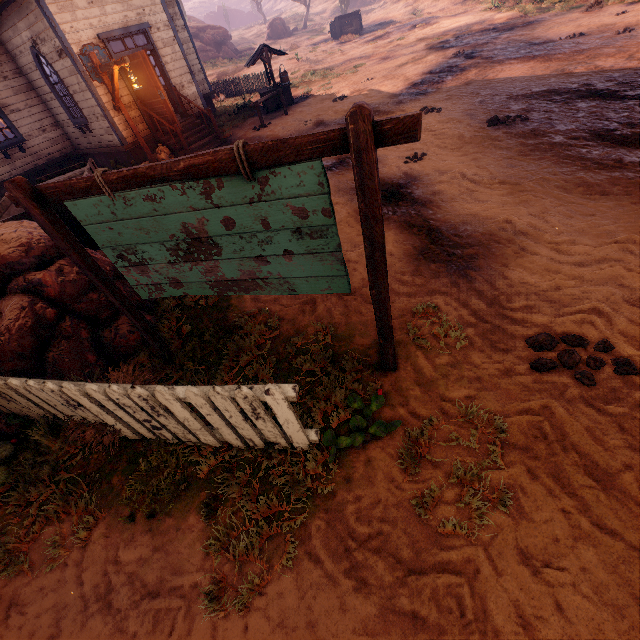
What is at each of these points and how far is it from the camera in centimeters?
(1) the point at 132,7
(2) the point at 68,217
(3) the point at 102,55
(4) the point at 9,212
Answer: (1) building, 1047cm
(2) carraige, 534cm
(3) sign, 1012cm
(4) carraige, 594cm

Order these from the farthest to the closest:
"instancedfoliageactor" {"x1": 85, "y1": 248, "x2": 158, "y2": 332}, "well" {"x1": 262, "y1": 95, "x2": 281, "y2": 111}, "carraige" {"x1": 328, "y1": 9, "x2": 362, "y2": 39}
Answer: "carraige" {"x1": 328, "y1": 9, "x2": 362, "y2": 39} < "well" {"x1": 262, "y1": 95, "x2": 281, "y2": 111} < "instancedfoliageactor" {"x1": 85, "y1": 248, "x2": 158, "y2": 332}

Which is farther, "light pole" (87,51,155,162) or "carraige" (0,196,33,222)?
"light pole" (87,51,155,162)

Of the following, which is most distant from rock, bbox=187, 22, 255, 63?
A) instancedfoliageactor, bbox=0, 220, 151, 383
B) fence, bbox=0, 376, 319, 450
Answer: fence, bbox=0, 376, 319, 450

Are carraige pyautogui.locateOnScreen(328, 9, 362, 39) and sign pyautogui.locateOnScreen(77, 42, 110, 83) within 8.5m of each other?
no

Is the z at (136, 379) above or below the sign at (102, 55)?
below

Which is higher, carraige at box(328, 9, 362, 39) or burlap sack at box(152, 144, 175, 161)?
carraige at box(328, 9, 362, 39)

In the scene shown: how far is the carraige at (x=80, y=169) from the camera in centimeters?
649cm
